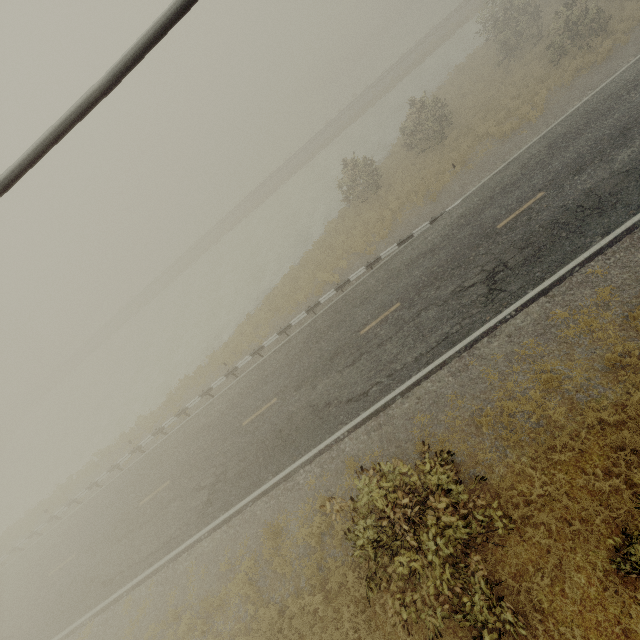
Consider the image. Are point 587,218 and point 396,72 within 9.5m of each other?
no
